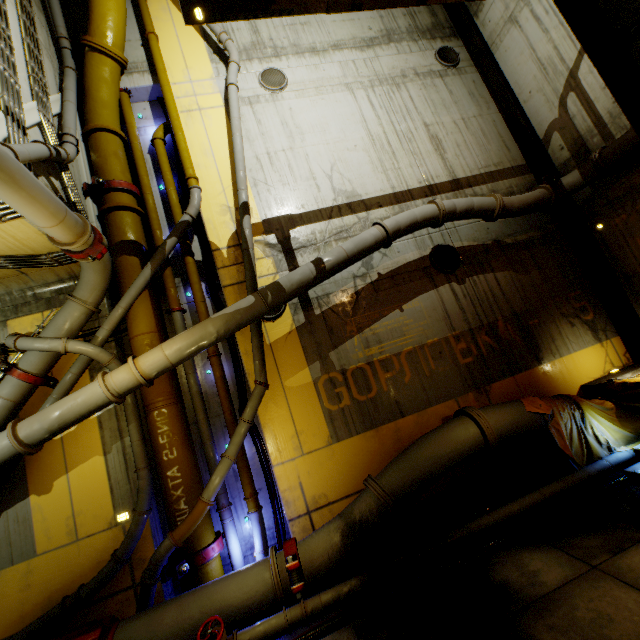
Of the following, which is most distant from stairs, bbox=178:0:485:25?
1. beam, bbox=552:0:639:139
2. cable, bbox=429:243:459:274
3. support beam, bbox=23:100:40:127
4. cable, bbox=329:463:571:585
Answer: cable, bbox=429:243:459:274

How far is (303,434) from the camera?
6.8 meters

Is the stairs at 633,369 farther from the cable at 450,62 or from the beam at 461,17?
the cable at 450,62

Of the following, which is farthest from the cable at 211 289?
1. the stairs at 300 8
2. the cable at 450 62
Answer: the cable at 450 62

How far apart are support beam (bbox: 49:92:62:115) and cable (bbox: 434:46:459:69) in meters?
10.3

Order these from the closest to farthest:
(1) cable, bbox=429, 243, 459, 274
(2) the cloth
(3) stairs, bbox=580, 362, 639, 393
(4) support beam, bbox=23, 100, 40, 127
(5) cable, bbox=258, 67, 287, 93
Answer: (4) support beam, bbox=23, 100, 40, 127 → (2) the cloth → (3) stairs, bbox=580, 362, 639, 393 → (1) cable, bbox=429, 243, 459, 274 → (5) cable, bbox=258, 67, 287, 93

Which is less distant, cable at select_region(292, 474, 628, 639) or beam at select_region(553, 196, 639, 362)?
cable at select_region(292, 474, 628, 639)

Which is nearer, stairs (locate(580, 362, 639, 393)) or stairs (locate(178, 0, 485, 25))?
stairs (locate(178, 0, 485, 25))
